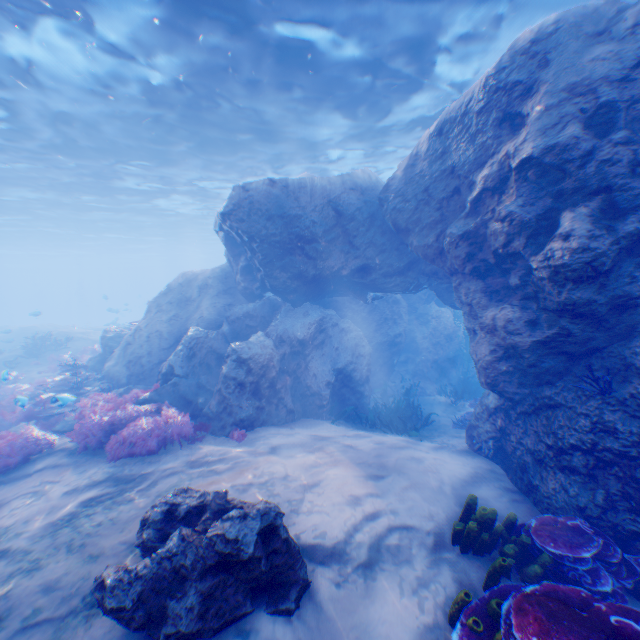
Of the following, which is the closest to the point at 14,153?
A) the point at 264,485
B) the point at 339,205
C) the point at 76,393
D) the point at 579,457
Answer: the point at 76,393

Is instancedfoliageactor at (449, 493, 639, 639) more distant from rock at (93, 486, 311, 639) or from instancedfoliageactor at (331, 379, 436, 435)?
instancedfoliageactor at (331, 379, 436, 435)

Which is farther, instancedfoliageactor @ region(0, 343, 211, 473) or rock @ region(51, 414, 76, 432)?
rock @ region(51, 414, 76, 432)

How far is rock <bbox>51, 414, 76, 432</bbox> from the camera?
9.34m

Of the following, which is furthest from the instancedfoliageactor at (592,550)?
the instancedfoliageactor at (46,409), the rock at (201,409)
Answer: the instancedfoliageactor at (46,409)

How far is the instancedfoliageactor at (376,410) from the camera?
9.8 meters

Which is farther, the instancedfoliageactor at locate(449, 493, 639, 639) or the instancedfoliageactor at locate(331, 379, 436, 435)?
Answer: the instancedfoliageactor at locate(331, 379, 436, 435)
